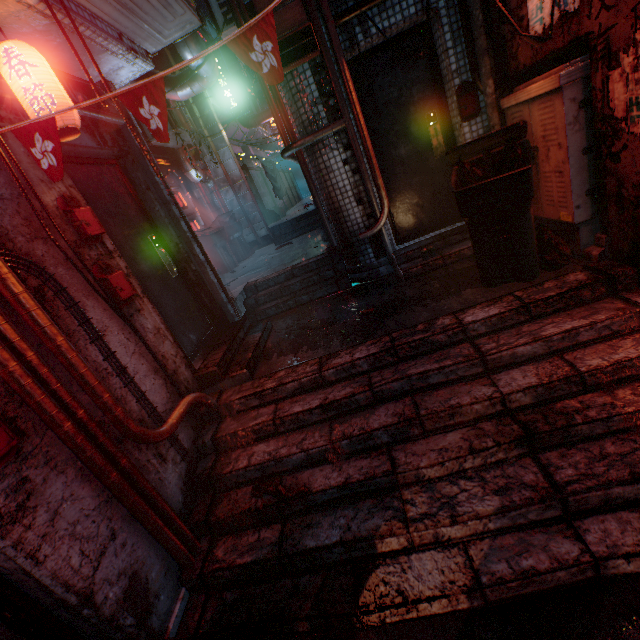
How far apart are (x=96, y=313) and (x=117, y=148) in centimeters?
189cm

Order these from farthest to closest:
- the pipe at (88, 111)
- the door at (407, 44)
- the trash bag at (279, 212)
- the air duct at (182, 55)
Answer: the trash bag at (279, 212) < the air duct at (182, 55) < the door at (407, 44) < the pipe at (88, 111)

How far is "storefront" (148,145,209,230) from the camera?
7.1m

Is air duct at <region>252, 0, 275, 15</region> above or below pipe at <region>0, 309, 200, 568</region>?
above

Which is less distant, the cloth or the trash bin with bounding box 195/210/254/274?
the trash bin with bounding box 195/210/254/274

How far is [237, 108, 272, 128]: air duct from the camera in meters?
10.5

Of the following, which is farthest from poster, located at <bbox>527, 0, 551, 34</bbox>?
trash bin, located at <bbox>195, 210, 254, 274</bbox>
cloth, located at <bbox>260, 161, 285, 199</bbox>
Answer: cloth, located at <bbox>260, 161, 285, 199</bbox>

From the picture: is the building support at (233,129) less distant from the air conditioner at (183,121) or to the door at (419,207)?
the air conditioner at (183,121)
